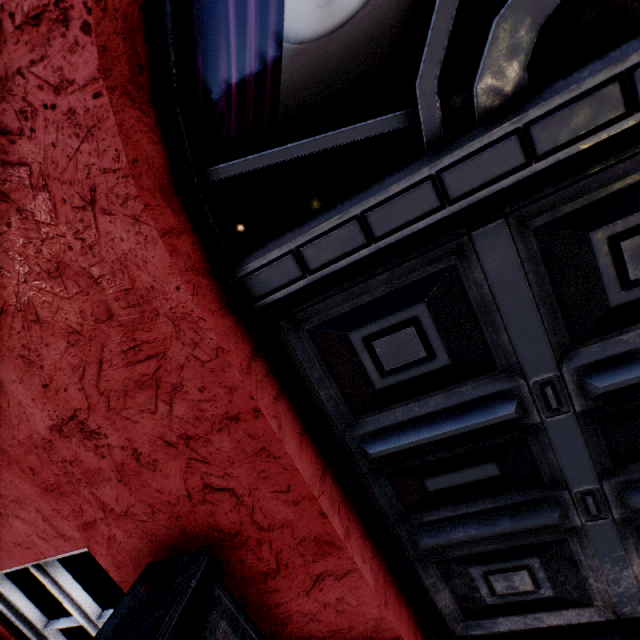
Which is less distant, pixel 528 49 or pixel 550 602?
pixel 528 49
